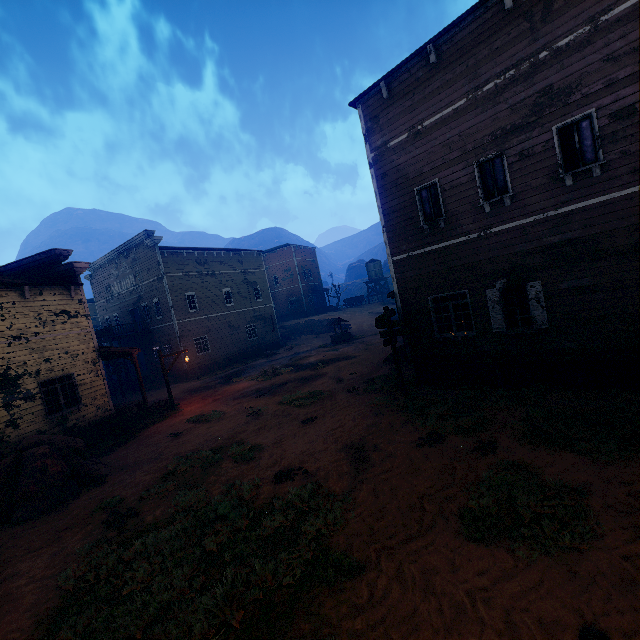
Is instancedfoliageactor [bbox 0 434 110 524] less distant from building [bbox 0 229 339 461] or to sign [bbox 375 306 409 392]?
building [bbox 0 229 339 461]

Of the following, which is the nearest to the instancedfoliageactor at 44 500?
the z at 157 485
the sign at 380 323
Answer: the z at 157 485

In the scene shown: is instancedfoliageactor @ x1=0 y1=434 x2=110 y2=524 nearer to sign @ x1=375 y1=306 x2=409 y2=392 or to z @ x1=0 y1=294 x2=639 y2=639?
z @ x1=0 y1=294 x2=639 y2=639

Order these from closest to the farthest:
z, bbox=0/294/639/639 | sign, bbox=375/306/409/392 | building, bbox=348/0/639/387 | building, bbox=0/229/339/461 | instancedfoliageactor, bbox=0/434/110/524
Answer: z, bbox=0/294/639/639, building, bbox=348/0/639/387, instancedfoliageactor, bbox=0/434/110/524, sign, bbox=375/306/409/392, building, bbox=0/229/339/461

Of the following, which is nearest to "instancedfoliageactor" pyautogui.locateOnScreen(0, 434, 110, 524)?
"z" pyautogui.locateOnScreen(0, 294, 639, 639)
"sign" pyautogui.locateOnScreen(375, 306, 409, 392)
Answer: "z" pyautogui.locateOnScreen(0, 294, 639, 639)

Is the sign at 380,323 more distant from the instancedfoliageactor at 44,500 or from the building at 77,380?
the instancedfoliageactor at 44,500

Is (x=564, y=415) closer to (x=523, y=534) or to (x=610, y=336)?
(x=610, y=336)

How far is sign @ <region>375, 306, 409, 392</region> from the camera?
11.5 meters
